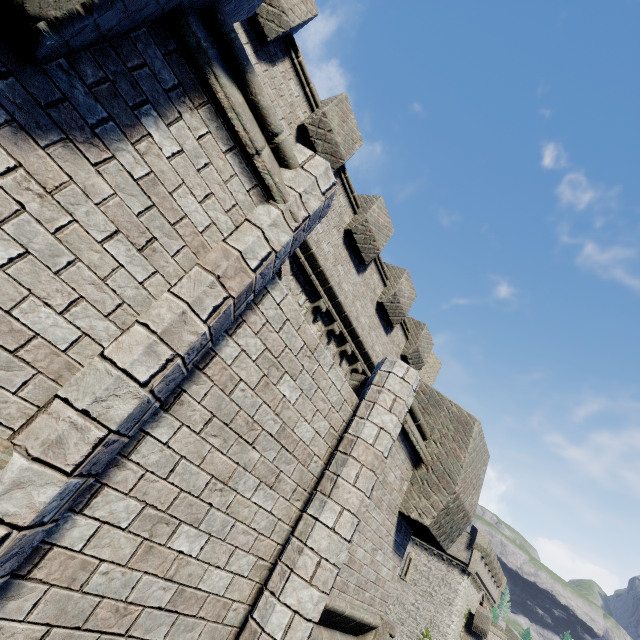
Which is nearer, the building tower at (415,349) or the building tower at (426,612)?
the building tower at (415,349)

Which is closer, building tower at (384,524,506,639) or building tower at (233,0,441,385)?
building tower at (233,0,441,385)

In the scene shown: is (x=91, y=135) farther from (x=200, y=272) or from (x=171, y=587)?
(x=171, y=587)
